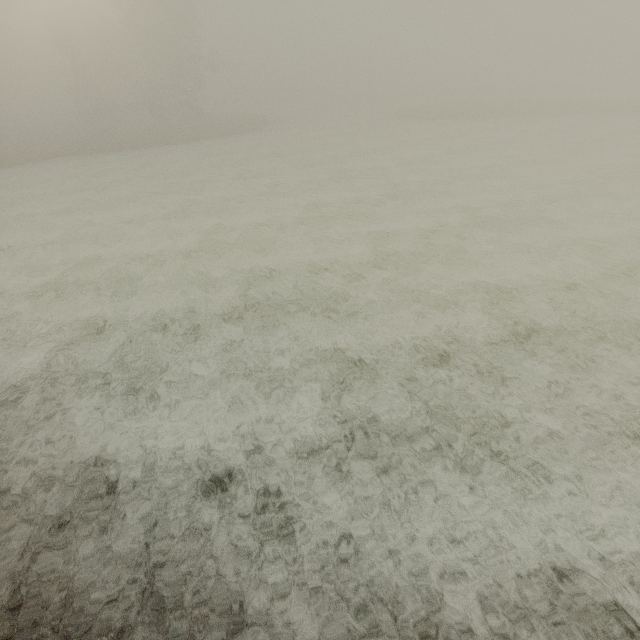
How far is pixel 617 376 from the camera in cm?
685
